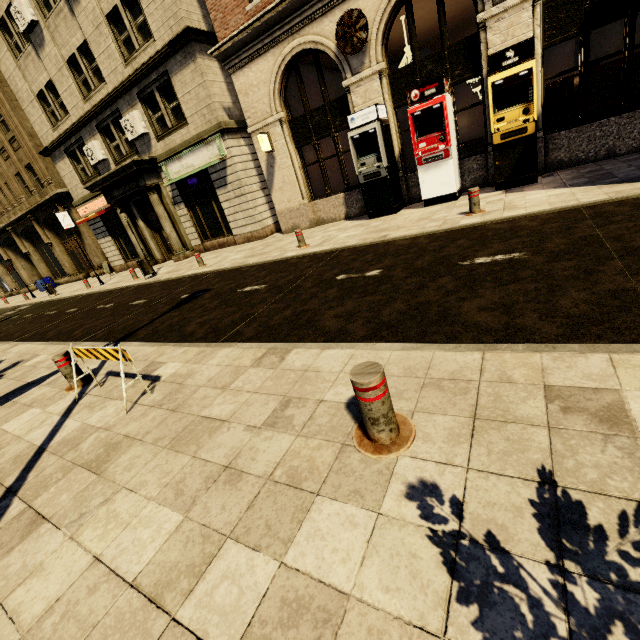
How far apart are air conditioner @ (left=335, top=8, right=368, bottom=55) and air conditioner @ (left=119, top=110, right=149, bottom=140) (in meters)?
10.04

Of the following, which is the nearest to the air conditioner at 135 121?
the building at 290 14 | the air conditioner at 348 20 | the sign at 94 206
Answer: the building at 290 14

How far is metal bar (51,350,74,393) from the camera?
4.73m

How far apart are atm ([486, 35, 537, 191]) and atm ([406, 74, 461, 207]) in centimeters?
90cm

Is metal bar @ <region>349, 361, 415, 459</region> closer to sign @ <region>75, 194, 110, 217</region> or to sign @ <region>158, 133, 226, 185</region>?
sign @ <region>158, 133, 226, 185</region>

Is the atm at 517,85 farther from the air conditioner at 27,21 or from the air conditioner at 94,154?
the air conditioner at 27,21

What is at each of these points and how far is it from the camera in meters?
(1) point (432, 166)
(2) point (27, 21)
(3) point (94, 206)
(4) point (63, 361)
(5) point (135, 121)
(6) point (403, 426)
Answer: (1) atm, 9.5
(2) air conditioner, 14.9
(3) sign, 19.7
(4) metal bar, 4.8
(5) air conditioner, 14.8
(6) metal bar, 2.3

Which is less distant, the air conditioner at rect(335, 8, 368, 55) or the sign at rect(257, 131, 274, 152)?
the air conditioner at rect(335, 8, 368, 55)
